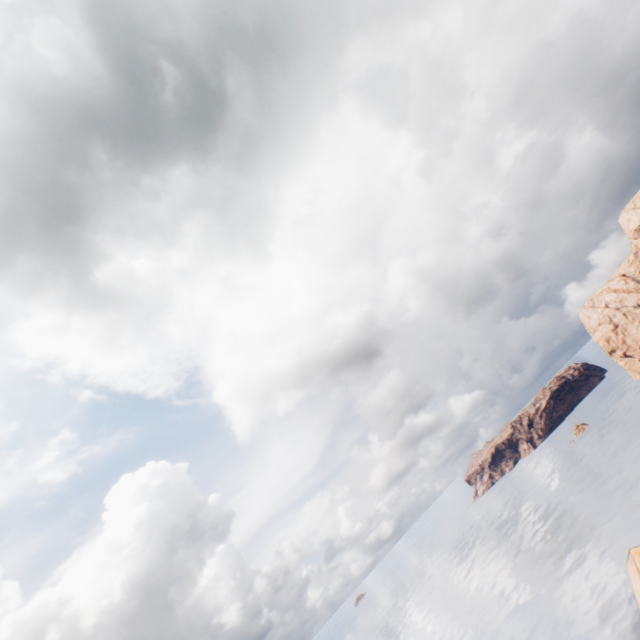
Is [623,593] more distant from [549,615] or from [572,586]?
[549,615]
